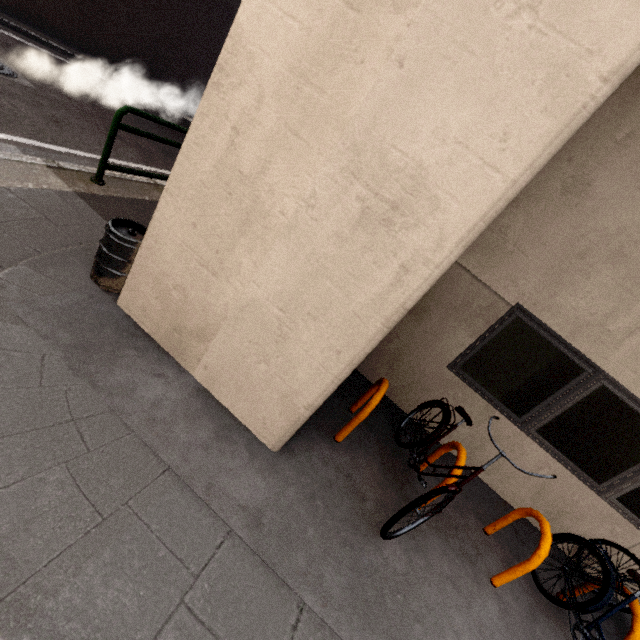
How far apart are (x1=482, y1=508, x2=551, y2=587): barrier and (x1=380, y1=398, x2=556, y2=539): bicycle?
0.8m

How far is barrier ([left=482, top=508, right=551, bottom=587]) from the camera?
2.9 meters

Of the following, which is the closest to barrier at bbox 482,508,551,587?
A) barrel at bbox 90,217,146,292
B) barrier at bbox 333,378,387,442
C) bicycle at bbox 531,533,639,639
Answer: bicycle at bbox 531,533,639,639

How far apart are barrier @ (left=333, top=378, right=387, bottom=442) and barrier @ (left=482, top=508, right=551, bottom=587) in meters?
1.9

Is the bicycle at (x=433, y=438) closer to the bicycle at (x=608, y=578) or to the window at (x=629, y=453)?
the window at (x=629, y=453)

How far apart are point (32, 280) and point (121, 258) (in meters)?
0.66

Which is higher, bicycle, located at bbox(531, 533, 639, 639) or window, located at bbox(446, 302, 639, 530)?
window, located at bbox(446, 302, 639, 530)

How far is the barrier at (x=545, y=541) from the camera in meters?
2.9 m
